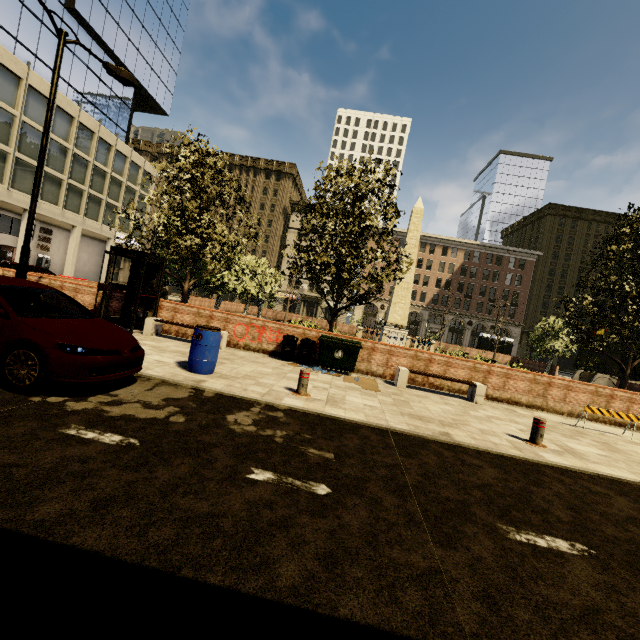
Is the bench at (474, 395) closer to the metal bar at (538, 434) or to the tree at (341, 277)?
the tree at (341, 277)

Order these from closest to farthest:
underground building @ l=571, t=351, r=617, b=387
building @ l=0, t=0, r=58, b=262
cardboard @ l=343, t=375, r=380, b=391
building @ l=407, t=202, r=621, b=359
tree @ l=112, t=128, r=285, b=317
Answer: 1. cardboard @ l=343, t=375, r=380, b=391
2. tree @ l=112, t=128, r=285, b=317
3. building @ l=0, t=0, r=58, b=262
4. underground building @ l=571, t=351, r=617, b=387
5. building @ l=407, t=202, r=621, b=359

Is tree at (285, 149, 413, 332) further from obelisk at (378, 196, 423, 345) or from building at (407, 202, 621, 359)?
building at (407, 202, 621, 359)

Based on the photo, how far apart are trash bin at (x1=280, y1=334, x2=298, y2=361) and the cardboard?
1.86m

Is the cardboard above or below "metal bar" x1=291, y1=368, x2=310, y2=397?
below

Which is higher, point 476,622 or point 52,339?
point 52,339

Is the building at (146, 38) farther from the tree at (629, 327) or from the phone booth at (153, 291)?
the phone booth at (153, 291)

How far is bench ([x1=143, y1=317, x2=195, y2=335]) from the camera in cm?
1074
